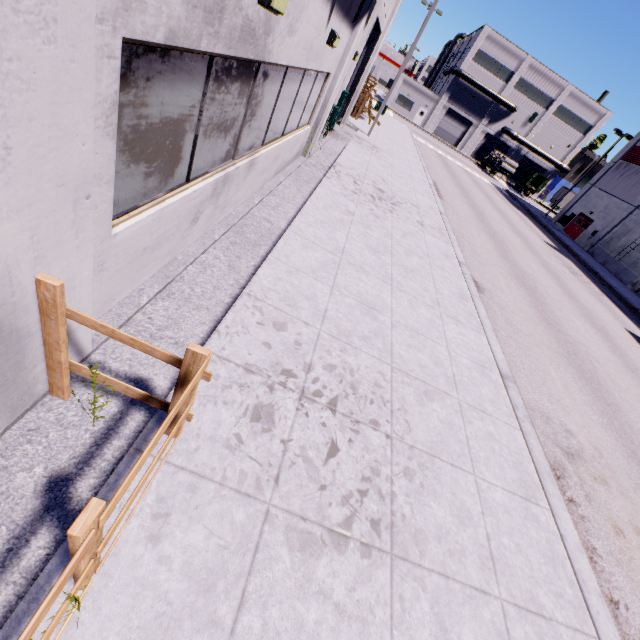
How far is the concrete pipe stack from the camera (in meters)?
47.81

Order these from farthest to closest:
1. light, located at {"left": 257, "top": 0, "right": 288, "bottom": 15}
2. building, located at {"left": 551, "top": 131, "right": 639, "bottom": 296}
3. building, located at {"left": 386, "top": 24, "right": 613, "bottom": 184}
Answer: building, located at {"left": 386, "top": 24, "right": 613, "bottom": 184}
building, located at {"left": 551, "top": 131, "right": 639, "bottom": 296}
light, located at {"left": 257, "top": 0, "right": 288, "bottom": 15}

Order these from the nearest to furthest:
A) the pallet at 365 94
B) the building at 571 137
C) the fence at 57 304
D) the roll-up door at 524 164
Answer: the fence at 57 304 < the pallet at 365 94 < the building at 571 137 < the roll-up door at 524 164

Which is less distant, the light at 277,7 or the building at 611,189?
the light at 277,7

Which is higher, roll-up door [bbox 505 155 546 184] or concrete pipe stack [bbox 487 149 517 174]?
roll-up door [bbox 505 155 546 184]

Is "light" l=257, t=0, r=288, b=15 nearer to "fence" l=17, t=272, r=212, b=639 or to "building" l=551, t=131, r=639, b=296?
"building" l=551, t=131, r=639, b=296

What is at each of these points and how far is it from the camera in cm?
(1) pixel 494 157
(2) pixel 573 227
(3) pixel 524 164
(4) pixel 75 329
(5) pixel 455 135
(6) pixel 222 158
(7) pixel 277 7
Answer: (1) concrete pipe stack, 5181
(2) door, 3541
(3) roll-up door, 5756
(4) building, 269
(5) roll-up door, 5684
(6) building, 486
(7) light, 344

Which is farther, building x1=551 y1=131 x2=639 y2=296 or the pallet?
building x1=551 y1=131 x2=639 y2=296
